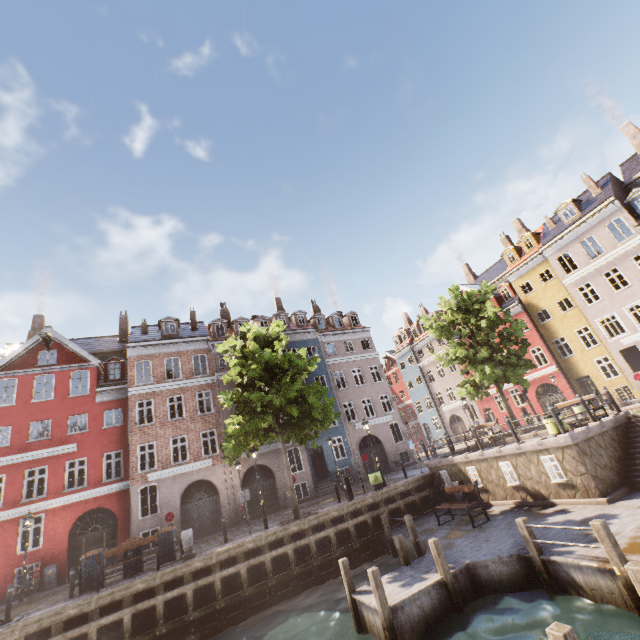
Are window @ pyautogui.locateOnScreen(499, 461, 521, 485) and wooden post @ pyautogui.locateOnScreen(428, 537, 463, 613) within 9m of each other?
yes

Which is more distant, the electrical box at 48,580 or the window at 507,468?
the electrical box at 48,580

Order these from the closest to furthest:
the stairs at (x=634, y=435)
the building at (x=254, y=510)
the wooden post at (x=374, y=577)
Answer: the wooden post at (x=374, y=577)
the stairs at (x=634, y=435)
the building at (x=254, y=510)

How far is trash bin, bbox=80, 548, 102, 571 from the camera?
13.18m

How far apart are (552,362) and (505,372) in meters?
12.1

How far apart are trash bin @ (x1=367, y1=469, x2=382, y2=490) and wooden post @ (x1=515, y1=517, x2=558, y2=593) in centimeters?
992cm

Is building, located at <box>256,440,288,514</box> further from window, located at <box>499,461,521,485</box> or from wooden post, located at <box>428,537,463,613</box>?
wooden post, located at <box>428,537,463,613</box>

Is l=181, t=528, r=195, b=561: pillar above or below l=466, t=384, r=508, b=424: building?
below
